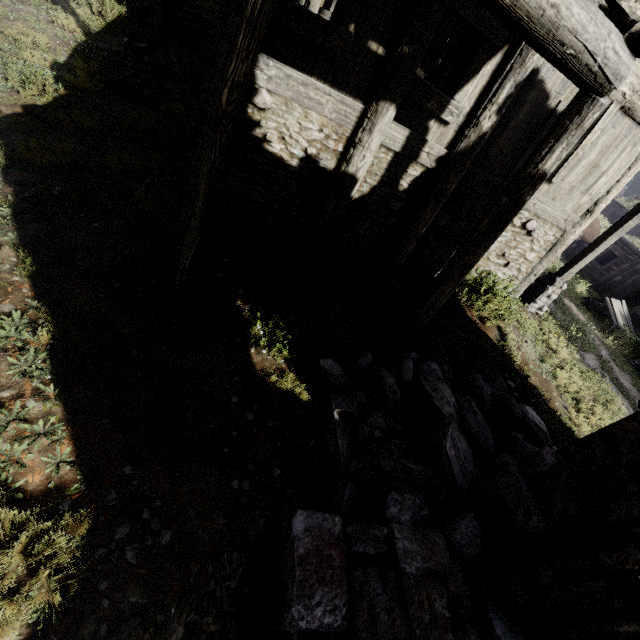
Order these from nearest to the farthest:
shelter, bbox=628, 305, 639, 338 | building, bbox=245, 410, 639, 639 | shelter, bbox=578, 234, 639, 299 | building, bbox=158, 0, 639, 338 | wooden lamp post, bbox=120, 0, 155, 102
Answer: building, bbox=245, 410, 639, 639
building, bbox=158, 0, 639, 338
wooden lamp post, bbox=120, 0, 155, 102
shelter, bbox=628, 305, 639, 338
shelter, bbox=578, 234, 639, 299

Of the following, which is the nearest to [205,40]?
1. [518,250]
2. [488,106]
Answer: [488,106]

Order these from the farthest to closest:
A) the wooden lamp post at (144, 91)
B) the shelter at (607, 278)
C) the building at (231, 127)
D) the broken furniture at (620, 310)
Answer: the shelter at (607, 278)
the broken furniture at (620, 310)
the wooden lamp post at (144, 91)
the building at (231, 127)

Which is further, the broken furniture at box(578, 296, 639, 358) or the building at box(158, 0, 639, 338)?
the broken furniture at box(578, 296, 639, 358)

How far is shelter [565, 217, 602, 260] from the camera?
19.9 meters

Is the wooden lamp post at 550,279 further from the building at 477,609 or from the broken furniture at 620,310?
the broken furniture at 620,310

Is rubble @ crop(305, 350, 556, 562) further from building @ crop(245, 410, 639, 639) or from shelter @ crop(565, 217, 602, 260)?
shelter @ crop(565, 217, 602, 260)

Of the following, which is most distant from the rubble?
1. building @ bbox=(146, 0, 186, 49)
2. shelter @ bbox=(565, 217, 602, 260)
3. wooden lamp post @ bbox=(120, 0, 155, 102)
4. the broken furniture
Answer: the broken furniture
